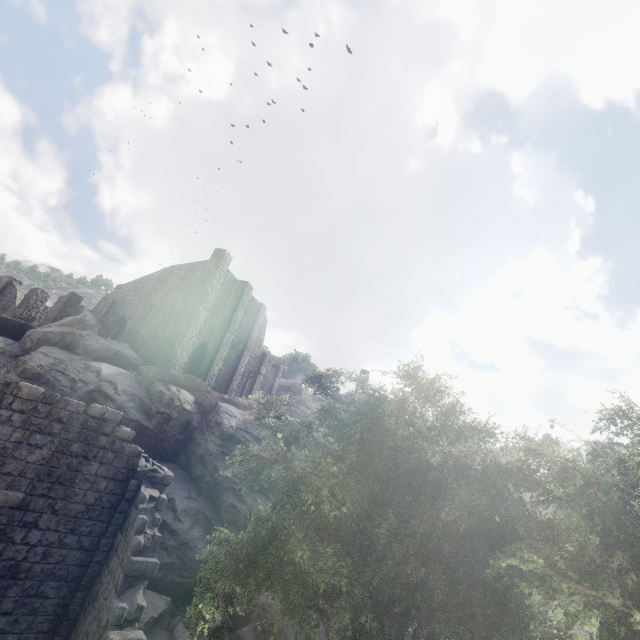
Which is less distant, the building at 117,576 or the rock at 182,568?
the building at 117,576

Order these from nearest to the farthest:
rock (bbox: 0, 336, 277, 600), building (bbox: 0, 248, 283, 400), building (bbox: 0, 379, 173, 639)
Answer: building (bbox: 0, 379, 173, 639)
rock (bbox: 0, 336, 277, 600)
building (bbox: 0, 248, 283, 400)

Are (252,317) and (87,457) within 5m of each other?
no

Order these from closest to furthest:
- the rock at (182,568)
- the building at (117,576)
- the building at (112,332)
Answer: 1. the building at (117,576)
2. the rock at (182,568)
3. the building at (112,332)

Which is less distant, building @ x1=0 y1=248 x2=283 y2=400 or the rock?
the rock

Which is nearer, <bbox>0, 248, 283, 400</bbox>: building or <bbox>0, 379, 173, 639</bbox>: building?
<bbox>0, 379, 173, 639</bbox>: building

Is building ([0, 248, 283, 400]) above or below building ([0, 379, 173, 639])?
above
